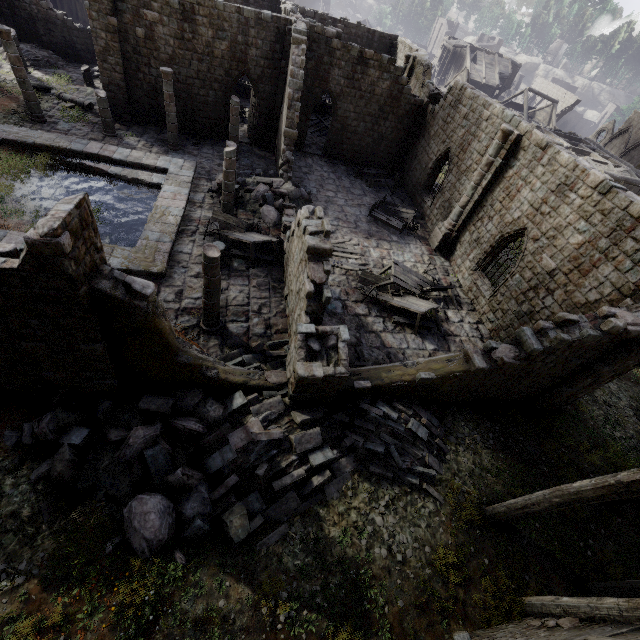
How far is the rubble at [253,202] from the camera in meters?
16.4 m

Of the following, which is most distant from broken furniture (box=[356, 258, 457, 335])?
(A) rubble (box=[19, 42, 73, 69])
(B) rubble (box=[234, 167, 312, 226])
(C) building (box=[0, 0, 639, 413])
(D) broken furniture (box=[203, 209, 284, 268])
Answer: (A) rubble (box=[19, 42, 73, 69])

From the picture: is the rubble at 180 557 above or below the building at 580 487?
below

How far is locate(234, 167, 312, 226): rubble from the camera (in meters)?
16.41

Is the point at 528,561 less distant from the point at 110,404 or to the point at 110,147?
the point at 110,404

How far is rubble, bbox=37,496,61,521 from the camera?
6.65m

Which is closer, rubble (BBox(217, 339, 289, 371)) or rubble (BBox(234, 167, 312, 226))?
rubble (BBox(217, 339, 289, 371))

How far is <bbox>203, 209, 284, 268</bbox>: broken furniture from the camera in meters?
13.8
